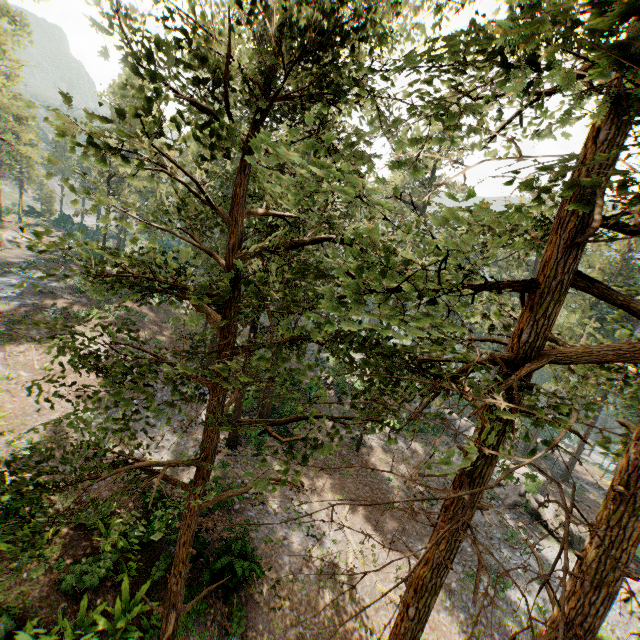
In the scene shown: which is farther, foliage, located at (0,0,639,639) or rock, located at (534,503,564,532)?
rock, located at (534,503,564,532)

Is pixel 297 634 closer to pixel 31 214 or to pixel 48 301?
pixel 48 301

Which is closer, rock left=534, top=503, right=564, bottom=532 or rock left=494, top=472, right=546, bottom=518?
rock left=534, top=503, right=564, bottom=532

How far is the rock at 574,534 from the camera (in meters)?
23.33

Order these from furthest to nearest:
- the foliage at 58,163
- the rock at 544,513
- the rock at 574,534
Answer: the rock at 544,513, the rock at 574,534, the foliage at 58,163

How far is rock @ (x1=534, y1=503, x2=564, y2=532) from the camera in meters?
23.9 m

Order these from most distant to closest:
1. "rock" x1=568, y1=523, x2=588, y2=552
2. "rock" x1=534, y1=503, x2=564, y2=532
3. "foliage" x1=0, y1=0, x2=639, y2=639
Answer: "rock" x1=534, y1=503, x2=564, y2=532 → "rock" x1=568, y1=523, x2=588, y2=552 → "foliage" x1=0, y1=0, x2=639, y2=639
